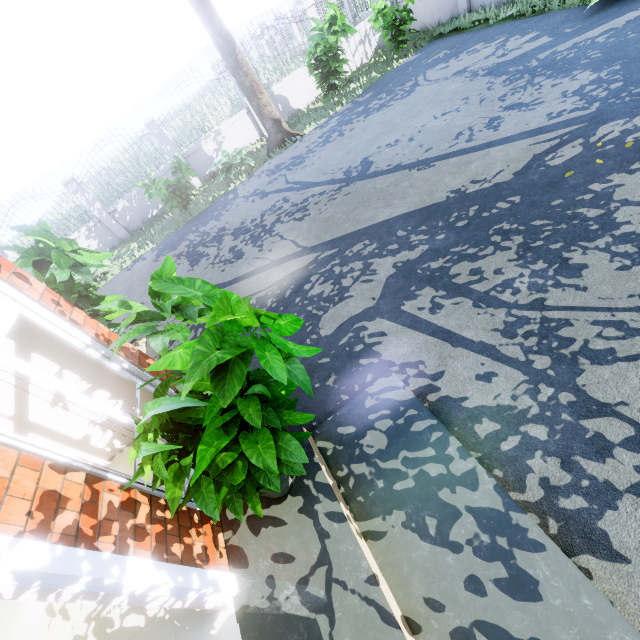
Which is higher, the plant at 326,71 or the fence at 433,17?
the plant at 326,71

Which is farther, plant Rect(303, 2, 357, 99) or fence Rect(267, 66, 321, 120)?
fence Rect(267, 66, 321, 120)

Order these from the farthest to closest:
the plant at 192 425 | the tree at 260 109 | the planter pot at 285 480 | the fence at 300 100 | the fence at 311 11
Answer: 1. the fence at 300 100
2. the fence at 311 11
3. the tree at 260 109
4. the planter pot at 285 480
5. the plant at 192 425

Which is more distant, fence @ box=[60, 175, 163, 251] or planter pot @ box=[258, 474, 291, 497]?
fence @ box=[60, 175, 163, 251]

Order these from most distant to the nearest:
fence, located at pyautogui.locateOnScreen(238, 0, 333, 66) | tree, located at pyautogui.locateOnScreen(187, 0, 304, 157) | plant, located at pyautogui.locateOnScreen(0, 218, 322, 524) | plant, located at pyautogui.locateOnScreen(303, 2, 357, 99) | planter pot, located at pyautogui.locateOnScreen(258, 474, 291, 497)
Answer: fence, located at pyautogui.locateOnScreen(238, 0, 333, 66)
plant, located at pyautogui.locateOnScreen(303, 2, 357, 99)
tree, located at pyautogui.locateOnScreen(187, 0, 304, 157)
planter pot, located at pyautogui.locateOnScreen(258, 474, 291, 497)
plant, located at pyautogui.locateOnScreen(0, 218, 322, 524)

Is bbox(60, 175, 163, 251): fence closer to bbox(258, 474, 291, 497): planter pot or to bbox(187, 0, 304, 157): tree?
bbox(187, 0, 304, 157): tree

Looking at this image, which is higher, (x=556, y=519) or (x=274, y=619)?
(x=274, y=619)

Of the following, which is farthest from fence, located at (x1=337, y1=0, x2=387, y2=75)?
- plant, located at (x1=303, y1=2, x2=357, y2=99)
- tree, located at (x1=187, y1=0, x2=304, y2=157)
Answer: plant, located at (x1=303, y1=2, x2=357, y2=99)
